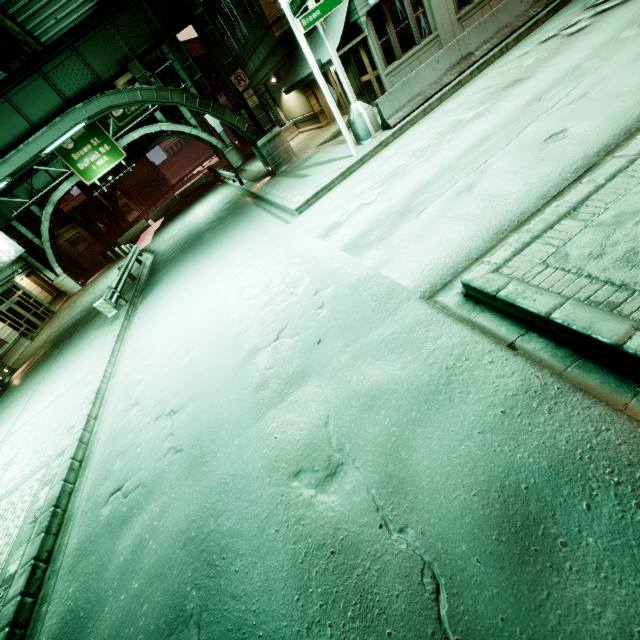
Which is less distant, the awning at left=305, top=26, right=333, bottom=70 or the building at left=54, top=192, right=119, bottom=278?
the awning at left=305, top=26, right=333, bottom=70

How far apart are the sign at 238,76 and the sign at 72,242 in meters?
32.5

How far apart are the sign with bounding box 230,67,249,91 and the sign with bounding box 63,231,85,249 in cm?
3246

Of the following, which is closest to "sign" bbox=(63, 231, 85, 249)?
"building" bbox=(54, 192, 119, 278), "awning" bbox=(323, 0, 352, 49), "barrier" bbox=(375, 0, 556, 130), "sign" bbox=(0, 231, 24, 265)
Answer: "building" bbox=(54, 192, 119, 278)

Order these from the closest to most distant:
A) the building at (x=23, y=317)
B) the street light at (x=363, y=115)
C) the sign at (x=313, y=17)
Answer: the sign at (x=313, y=17)
the street light at (x=363, y=115)
the building at (x=23, y=317)

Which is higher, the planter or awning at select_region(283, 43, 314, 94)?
awning at select_region(283, 43, 314, 94)

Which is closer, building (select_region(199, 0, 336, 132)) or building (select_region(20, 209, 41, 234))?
building (select_region(199, 0, 336, 132))

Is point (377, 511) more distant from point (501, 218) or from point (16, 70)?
point (16, 70)
